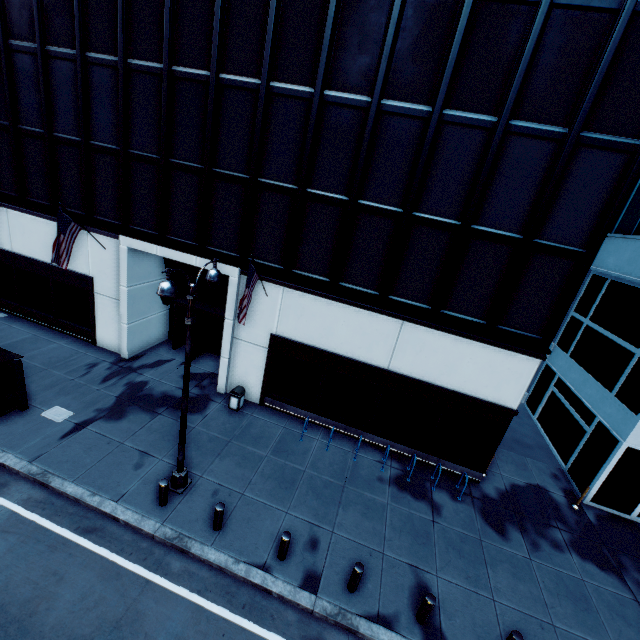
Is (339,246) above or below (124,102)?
below

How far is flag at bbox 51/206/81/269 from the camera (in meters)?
12.80

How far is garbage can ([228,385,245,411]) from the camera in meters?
14.3 m

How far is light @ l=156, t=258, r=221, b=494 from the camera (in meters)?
7.20

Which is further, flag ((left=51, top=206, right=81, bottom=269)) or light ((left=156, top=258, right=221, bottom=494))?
flag ((left=51, top=206, right=81, bottom=269))

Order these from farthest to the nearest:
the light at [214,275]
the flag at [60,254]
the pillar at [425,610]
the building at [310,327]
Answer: the flag at [60,254] < the building at [310,327] < the pillar at [425,610] < the light at [214,275]

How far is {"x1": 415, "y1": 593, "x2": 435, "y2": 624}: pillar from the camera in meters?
8.1 m

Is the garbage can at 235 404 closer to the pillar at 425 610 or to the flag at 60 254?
the flag at 60 254
